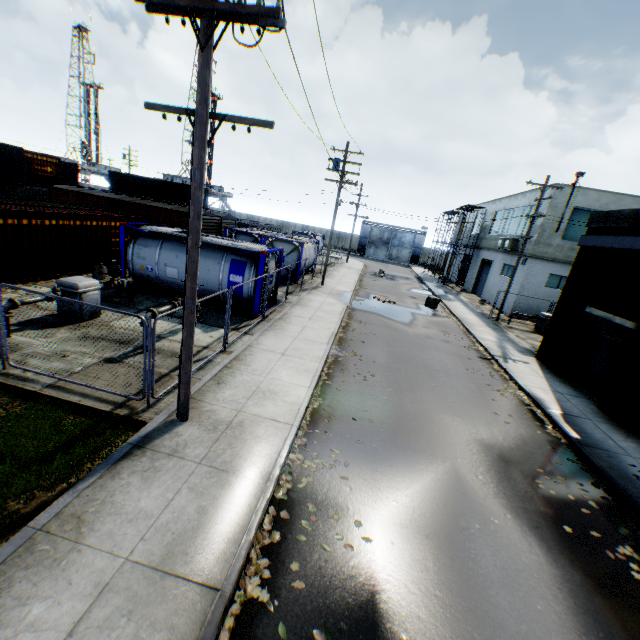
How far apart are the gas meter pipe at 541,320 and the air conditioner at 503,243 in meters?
5.8 m

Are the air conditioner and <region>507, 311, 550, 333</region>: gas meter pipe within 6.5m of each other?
yes

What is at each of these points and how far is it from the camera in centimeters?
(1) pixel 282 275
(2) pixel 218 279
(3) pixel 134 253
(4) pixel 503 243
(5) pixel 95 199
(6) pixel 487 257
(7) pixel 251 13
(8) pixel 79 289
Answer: (1) tank container, 2359cm
(2) tank container, 1441cm
(3) tank container, 1479cm
(4) air conditioner, 2727cm
(5) train, 2498cm
(6) building, 3275cm
(7) electric pole, 472cm
(8) gas meter pipe, 1054cm

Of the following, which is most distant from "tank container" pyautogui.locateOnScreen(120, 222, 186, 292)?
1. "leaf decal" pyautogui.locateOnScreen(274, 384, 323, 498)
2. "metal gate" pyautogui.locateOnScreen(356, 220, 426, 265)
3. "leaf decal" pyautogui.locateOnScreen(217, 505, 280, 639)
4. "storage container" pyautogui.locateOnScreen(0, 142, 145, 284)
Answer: "metal gate" pyautogui.locateOnScreen(356, 220, 426, 265)

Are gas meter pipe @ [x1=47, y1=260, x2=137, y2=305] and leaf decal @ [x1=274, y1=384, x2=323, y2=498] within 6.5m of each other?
no

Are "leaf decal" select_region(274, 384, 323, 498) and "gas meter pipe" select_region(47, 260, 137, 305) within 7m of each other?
no

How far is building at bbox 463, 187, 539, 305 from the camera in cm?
2650

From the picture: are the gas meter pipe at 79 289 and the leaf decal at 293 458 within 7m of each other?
no
